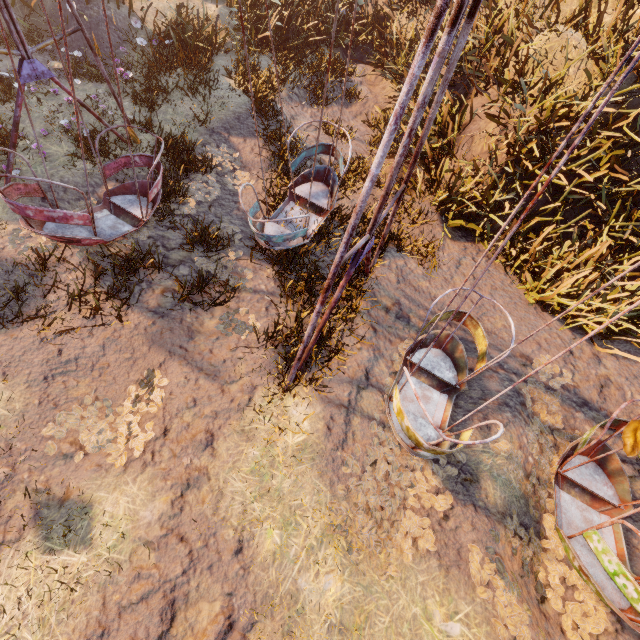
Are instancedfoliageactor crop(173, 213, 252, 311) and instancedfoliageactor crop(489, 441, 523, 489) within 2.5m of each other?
no

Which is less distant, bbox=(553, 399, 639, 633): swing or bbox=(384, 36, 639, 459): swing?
bbox=(384, 36, 639, 459): swing

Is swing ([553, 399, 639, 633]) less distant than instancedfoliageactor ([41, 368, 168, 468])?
Yes

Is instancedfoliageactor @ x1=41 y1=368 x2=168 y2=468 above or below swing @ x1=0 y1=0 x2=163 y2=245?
below

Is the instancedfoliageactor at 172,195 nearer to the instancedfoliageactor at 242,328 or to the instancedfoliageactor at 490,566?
the instancedfoliageactor at 242,328

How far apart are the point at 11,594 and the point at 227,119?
9.48m

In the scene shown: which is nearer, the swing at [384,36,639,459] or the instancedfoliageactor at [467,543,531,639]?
the swing at [384,36,639,459]

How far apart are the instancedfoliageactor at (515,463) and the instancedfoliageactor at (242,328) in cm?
396
